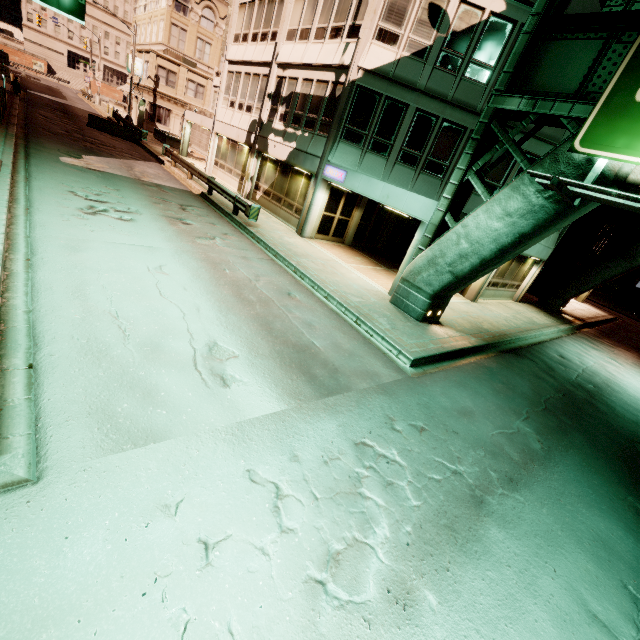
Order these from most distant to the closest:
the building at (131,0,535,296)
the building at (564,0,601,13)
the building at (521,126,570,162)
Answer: the building at (521,126,570,162), the building at (131,0,535,296), the building at (564,0,601,13)

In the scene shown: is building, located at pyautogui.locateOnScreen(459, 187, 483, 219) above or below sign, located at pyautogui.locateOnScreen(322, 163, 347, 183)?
above

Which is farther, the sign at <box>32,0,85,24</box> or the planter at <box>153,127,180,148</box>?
the planter at <box>153,127,180,148</box>

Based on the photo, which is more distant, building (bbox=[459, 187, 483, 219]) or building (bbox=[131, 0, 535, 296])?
building (bbox=[131, 0, 535, 296])

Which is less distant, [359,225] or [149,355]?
[149,355]

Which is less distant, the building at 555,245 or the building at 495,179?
the building at 495,179

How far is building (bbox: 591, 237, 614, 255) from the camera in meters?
26.5 m

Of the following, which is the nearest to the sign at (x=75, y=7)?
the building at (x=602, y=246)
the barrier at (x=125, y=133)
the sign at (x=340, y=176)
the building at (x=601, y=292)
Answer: the sign at (x=340, y=176)
